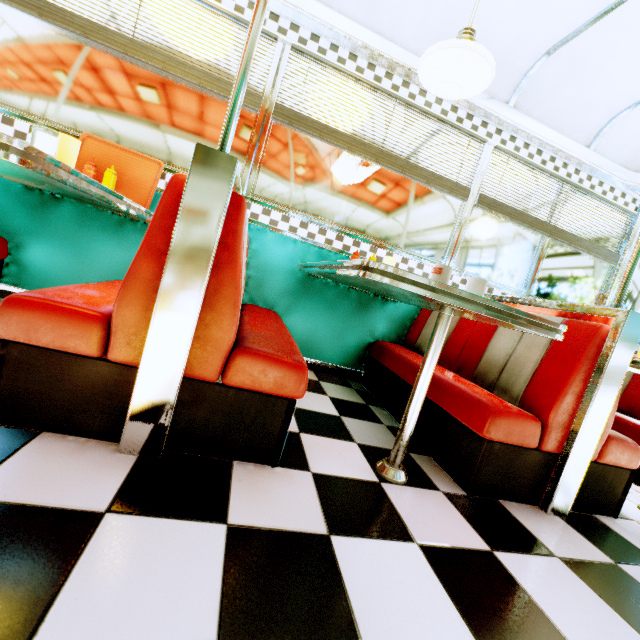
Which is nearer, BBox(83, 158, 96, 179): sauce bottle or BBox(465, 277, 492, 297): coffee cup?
BBox(465, 277, 492, 297): coffee cup

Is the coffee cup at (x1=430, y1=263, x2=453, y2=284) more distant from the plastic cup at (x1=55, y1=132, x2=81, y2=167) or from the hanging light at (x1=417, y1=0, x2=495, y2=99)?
the plastic cup at (x1=55, y1=132, x2=81, y2=167)

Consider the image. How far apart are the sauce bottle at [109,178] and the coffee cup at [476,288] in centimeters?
239cm

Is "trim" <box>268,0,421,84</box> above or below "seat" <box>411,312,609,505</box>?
above

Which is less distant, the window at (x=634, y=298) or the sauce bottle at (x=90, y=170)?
the sauce bottle at (x=90, y=170)

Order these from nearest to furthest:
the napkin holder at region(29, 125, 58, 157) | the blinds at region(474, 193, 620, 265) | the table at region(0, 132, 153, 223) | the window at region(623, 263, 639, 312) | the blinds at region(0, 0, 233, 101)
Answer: the table at region(0, 132, 153, 223)
the napkin holder at region(29, 125, 58, 157)
the blinds at region(0, 0, 233, 101)
the blinds at region(474, 193, 620, 265)
the window at region(623, 263, 639, 312)

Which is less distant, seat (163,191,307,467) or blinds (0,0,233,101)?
seat (163,191,307,467)

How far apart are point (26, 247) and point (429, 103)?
3.4 meters
